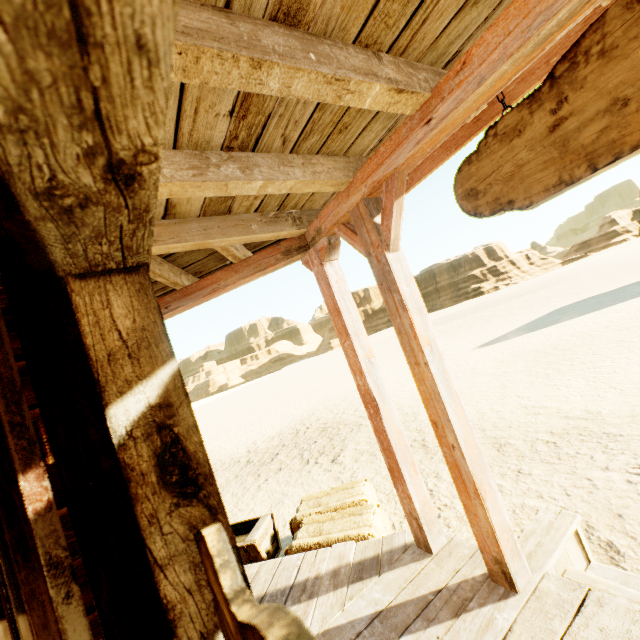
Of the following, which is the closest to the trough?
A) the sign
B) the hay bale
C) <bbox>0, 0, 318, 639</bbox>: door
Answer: the hay bale

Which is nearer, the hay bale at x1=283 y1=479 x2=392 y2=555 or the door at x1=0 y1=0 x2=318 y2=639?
the door at x1=0 y1=0 x2=318 y2=639

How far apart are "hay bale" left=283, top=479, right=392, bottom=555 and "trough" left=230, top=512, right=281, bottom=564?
0.21m

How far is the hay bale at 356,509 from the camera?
3.2m

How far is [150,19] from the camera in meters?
0.3 m

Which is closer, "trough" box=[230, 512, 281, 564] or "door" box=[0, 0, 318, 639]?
"door" box=[0, 0, 318, 639]

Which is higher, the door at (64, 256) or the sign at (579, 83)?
the sign at (579, 83)
